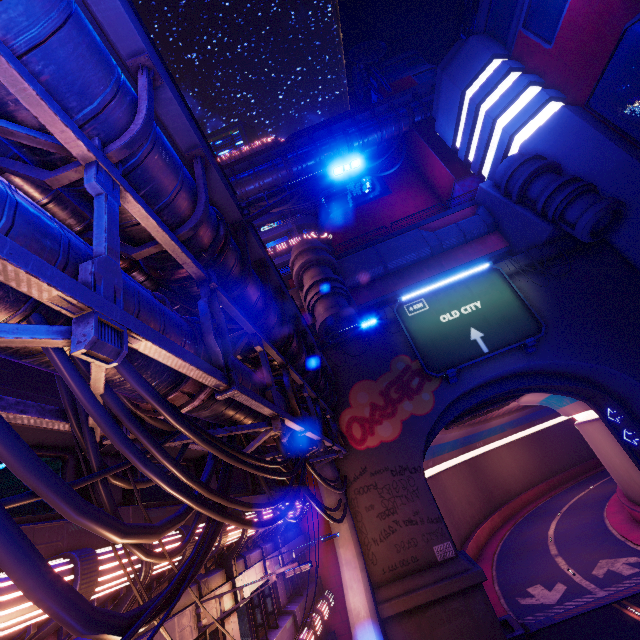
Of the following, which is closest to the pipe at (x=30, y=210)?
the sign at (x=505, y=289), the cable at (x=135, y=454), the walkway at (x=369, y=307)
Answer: the cable at (x=135, y=454)

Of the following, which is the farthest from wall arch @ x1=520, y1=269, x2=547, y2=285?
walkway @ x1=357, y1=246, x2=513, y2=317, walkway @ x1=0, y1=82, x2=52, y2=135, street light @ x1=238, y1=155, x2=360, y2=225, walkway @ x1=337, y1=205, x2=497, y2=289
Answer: street light @ x1=238, y1=155, x2=360, y2=225

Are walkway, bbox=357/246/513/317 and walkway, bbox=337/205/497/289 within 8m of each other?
yes

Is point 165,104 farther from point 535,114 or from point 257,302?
point 535,114

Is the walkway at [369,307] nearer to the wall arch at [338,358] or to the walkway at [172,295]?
the wall arch at [338,358]

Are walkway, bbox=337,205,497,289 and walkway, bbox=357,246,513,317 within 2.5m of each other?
yes

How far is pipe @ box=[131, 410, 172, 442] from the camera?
5.6m

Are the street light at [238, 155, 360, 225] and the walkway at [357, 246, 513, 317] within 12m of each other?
no
